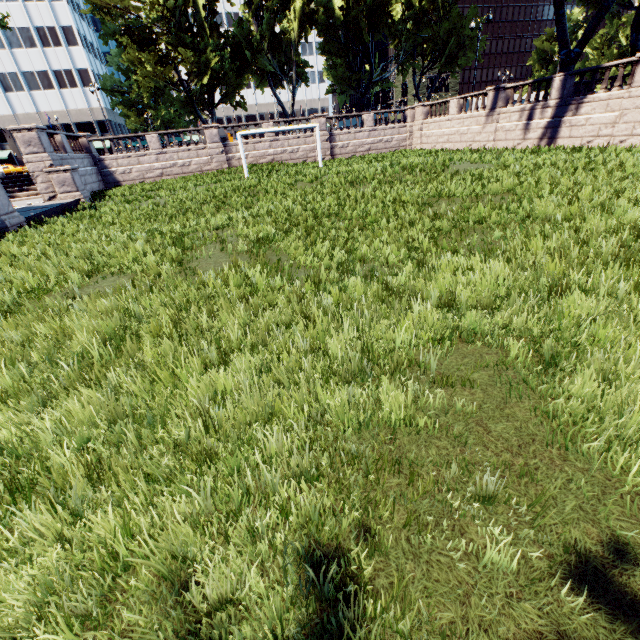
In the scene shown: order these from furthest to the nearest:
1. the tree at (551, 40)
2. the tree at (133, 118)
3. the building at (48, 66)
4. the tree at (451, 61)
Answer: the tree at (133, 118) → the building at (48, 66) → the tree at (451, 61) → the tree at (551, 40)

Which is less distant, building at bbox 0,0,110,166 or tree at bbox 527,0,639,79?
tree at bbox 527,0,639,79

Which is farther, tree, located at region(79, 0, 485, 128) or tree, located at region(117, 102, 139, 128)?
tree, located at region(117, 102, 139, 128)

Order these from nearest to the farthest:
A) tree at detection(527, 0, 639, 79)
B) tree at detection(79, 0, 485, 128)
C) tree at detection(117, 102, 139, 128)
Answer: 1. tree at detection(527, 0, 639, 79)
2. tree at detection(79, 0, 485, 128)
3. tree at detection(117, 102, 139, 128)

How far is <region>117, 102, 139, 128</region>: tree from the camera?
58.5 meters

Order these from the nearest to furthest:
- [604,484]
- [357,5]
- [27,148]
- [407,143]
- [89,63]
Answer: [604,484] < [27,148] < [357,5] < [407,143] < [89,63]

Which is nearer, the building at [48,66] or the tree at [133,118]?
the building at [48,66]
